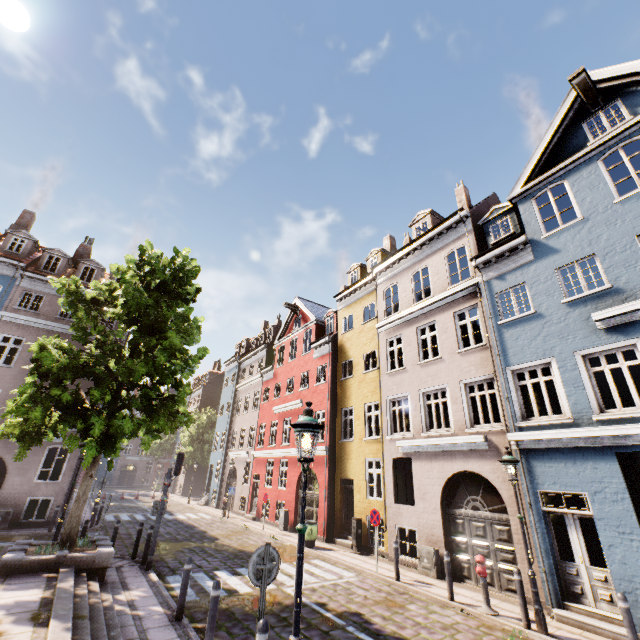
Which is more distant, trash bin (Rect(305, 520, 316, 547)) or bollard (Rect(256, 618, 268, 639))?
trash bin (Rect(305, 520, 316, 547))

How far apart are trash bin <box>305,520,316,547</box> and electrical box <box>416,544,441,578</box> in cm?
509

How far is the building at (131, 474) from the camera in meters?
53.3 m

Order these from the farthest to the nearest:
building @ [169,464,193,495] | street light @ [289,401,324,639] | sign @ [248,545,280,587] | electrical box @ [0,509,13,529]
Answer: building @ [169,464,193,495]
electrical box @ [0,509,13,529]
sign @ [248,545,280,587]
street light @ [289,401,324,639]

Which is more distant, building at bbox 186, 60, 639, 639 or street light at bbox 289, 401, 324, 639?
building at bbox 186, 60, 639, 639

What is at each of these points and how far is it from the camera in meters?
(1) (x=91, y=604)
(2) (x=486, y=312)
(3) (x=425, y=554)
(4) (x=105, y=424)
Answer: (1) stairs, 6.9
(2) building, 12.0
(3) electrical box, 11.3
(4) tree, 9.1

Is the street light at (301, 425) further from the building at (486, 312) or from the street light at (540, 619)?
the building at (486, 312)

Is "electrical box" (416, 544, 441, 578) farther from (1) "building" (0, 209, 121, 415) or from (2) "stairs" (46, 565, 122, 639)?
(2) "stairs" (46, 565, 122, 639)
